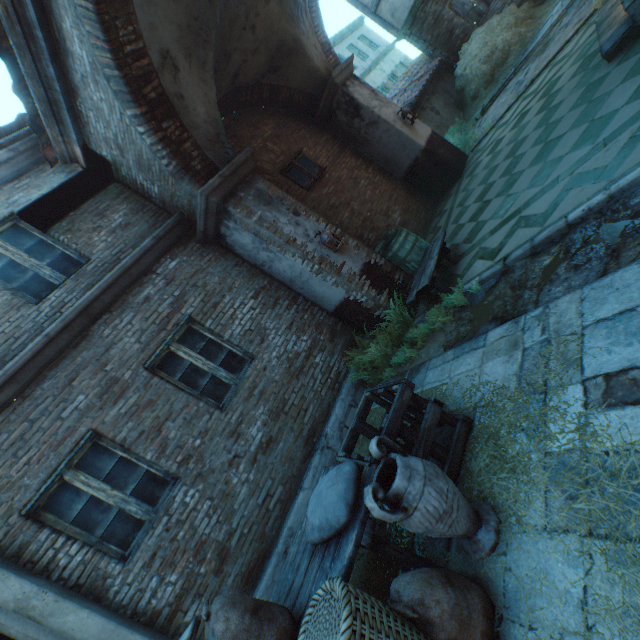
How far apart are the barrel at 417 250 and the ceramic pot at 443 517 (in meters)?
4.06

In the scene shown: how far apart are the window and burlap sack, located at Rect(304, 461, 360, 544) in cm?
617

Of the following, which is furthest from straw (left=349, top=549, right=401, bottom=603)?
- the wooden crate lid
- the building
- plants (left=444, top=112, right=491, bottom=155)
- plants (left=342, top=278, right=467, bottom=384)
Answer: plants (left=444, top=112, right=491, bottom=155)

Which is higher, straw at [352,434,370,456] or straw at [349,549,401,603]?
straw at [352,434,370,456]

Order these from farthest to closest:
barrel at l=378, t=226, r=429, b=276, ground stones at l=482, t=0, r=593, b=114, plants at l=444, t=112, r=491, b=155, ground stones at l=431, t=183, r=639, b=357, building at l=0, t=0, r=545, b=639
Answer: plants at l=444, t=112, r=491, b=155
ground stones at l=482, t=0, r=593, b=114
barrel at l=378, t=226, r=429, b=276
building at l=0, t=0, r=545, b=639
ground stones at l=431, t=183, r=639, b=357

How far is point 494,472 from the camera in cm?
234

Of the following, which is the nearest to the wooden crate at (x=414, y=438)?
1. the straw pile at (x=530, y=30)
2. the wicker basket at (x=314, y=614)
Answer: the wicker basket at (x=314, y=614)

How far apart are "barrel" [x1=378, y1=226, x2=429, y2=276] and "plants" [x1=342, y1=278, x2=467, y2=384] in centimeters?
69cm
